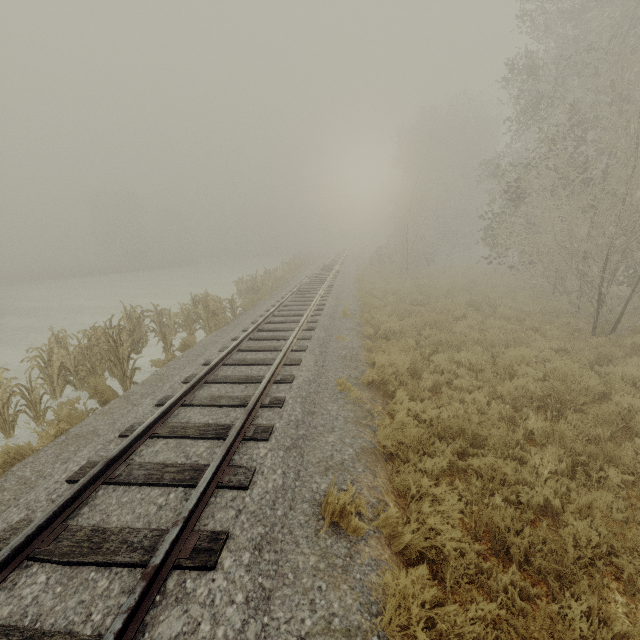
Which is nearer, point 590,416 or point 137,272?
point 590,416
